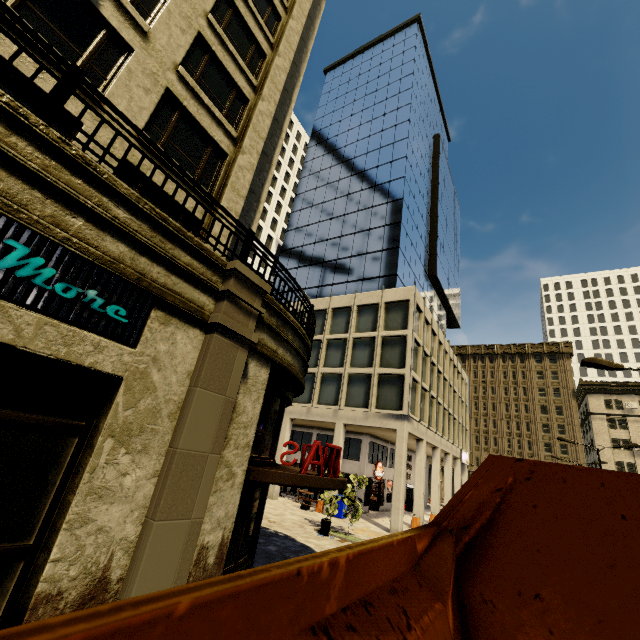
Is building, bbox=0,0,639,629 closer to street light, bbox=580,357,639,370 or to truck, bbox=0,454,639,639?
truck, bbox=0,454,639,639

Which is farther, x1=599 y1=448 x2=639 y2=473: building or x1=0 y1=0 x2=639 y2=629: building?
x1=599 y1=448 x2=639 y2=473: building

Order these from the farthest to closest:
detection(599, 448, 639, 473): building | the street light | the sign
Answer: detection(599, 448, 639, 473): building
the street light
the sign

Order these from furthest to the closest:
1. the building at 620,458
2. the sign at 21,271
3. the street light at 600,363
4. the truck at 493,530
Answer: the building at 620,458 → the street light at 600,363 → the sign at 21,271 → the truck at 493,530

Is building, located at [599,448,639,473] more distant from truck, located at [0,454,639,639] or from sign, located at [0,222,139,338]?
truck, located at [0,454,639,639]

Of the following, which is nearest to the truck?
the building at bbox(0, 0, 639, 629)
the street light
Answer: the building at bbox(0, 0, 639, 629)

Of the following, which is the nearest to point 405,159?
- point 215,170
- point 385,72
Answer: point 385,72

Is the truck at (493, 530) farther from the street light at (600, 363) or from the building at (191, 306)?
the street light at (600, 363)
